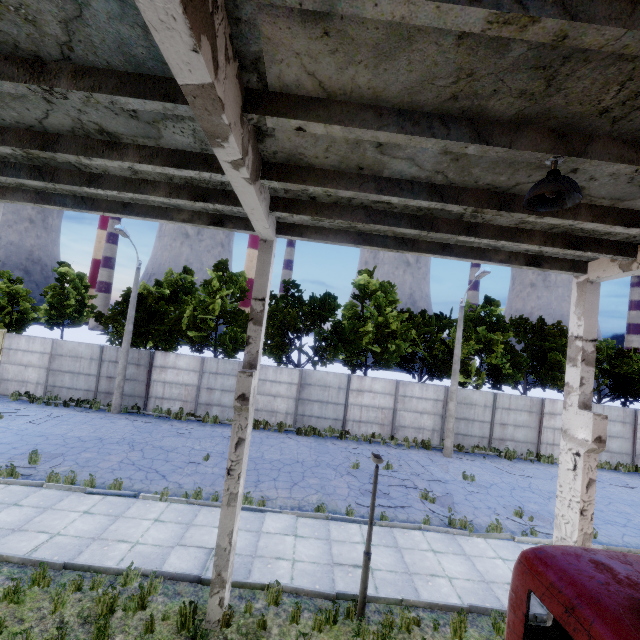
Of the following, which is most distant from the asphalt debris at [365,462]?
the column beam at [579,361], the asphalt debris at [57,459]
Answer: the asphalt debris at [57,459]

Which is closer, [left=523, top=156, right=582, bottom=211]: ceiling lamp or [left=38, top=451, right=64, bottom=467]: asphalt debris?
[left=523, top=156, right=582, bottom=211]: ceiling lamp

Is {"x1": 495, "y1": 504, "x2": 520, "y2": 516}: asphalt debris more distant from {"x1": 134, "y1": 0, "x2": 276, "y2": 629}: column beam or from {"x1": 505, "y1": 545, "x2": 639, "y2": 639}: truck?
{"x1": 134, "y1": 0, "x2": 276, "y2": 629}: column beam

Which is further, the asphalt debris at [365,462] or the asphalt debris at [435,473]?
the asphalt debris at [365,462]

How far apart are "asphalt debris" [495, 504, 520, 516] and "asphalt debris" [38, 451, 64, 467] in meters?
16.1 m

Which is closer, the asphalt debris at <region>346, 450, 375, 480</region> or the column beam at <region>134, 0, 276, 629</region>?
the column beam at <region>134, 0, 276, 629</region>

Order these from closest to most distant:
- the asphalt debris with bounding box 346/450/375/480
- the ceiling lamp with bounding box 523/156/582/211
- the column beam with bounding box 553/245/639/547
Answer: the ceiling lamp with bounding box 523/156/582/211 → the column beam with bounding box 553/245/639/547 → the asphalt debris with bounding box 346/450/375/480

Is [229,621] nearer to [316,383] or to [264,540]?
[264,540]
